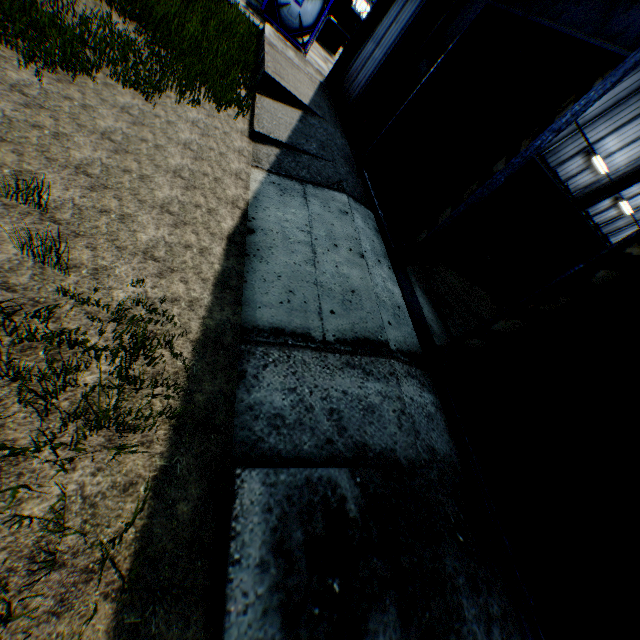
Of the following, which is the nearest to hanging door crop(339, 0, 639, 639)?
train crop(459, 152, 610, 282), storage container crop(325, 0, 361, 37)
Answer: train crop(459, 152, 610, 282)

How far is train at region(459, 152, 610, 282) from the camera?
13.5m

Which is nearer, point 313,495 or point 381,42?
point 313,495

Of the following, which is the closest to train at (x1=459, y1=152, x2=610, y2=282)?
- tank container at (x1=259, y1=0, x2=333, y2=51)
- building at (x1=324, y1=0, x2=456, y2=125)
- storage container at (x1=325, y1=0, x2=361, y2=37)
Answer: building at (x1=324, y1=0, x2=456, y2=125)

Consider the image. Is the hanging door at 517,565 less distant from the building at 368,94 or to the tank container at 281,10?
the building at 368,94

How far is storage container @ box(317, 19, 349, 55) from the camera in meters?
25.4 m

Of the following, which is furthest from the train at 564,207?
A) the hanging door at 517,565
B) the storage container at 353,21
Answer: the storage container at 353,21

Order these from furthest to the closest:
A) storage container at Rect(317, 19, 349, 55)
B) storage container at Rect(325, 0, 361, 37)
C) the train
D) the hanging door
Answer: storage container at Rect(317, 19, 349, 55), storage container at Rect(325, 0, 361, 37), the train, the hanging door
